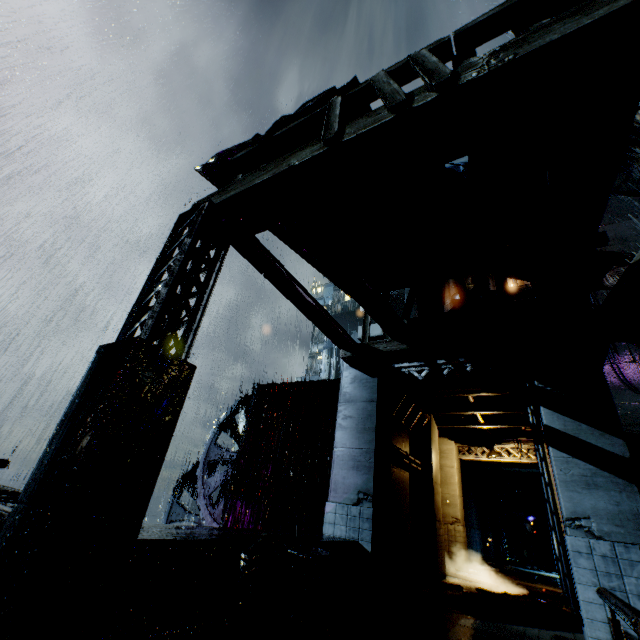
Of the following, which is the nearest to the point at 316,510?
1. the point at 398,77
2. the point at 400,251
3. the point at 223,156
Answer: the point at 400,251

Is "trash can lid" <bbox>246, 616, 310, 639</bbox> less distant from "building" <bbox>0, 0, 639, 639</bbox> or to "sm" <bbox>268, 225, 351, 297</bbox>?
"building" <bbox>0, 0, 639, 639</bbox>

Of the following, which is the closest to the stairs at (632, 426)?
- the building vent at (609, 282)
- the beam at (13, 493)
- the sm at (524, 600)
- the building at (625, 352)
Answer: the building at (625, 352)

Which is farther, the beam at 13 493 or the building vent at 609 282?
the building vent at 609 282

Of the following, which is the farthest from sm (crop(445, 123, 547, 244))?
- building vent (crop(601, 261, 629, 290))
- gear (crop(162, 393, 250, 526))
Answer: building vent (crop(601, 261, 629, 290))

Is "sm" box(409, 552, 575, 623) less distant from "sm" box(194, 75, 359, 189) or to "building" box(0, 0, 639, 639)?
"building" box(0, 0, 639, 639)

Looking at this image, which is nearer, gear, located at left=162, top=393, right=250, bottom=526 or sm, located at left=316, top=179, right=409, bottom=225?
sm, located at left=316, top=179, right=409, bottom=225

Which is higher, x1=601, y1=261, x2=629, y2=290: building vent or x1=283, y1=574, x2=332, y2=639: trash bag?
x1=601, y1=261, x2=629, y2=290: building vent
